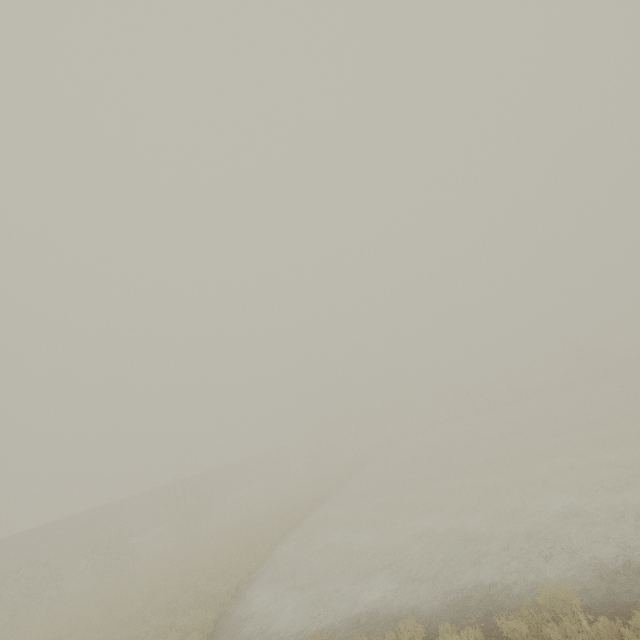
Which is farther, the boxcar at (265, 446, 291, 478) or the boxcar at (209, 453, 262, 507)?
the boxcar at (265, 446, 291, 478)

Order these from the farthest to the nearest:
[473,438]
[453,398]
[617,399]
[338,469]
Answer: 1. [453,398]
2. [338,469]
3. [473,438]
4. [617,399]

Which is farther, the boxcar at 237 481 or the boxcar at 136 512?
the boxcar at 237 481

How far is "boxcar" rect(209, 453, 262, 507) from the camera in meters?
42.6
